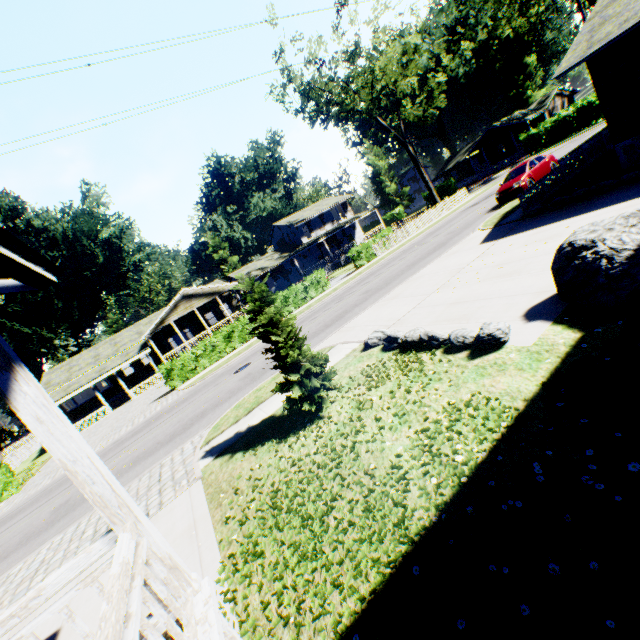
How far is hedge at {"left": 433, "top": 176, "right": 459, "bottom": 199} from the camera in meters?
54.3

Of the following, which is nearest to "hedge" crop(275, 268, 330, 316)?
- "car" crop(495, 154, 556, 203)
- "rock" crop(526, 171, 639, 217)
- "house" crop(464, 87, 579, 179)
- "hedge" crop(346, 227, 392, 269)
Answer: "hedge" crop(346, 227, 392, 269)

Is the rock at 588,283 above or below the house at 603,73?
below

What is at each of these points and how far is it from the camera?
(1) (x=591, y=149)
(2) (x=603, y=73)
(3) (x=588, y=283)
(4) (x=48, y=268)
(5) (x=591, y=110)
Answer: (1) fence, 17.36m
(2) house, 11.91m
(3) rock, 5.52m
(4) house, 3.07m
(5) hedge, 36.28m

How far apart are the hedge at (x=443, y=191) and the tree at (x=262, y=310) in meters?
56.1

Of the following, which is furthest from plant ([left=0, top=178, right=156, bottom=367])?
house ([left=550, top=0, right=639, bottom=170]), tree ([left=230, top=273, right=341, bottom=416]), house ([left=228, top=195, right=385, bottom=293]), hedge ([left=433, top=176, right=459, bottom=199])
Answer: tree ([left=230, top=273, right=341, bottom=416])

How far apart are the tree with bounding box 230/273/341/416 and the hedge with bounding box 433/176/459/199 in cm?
5608

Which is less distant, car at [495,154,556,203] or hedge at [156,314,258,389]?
car at [495,154,556,203]
